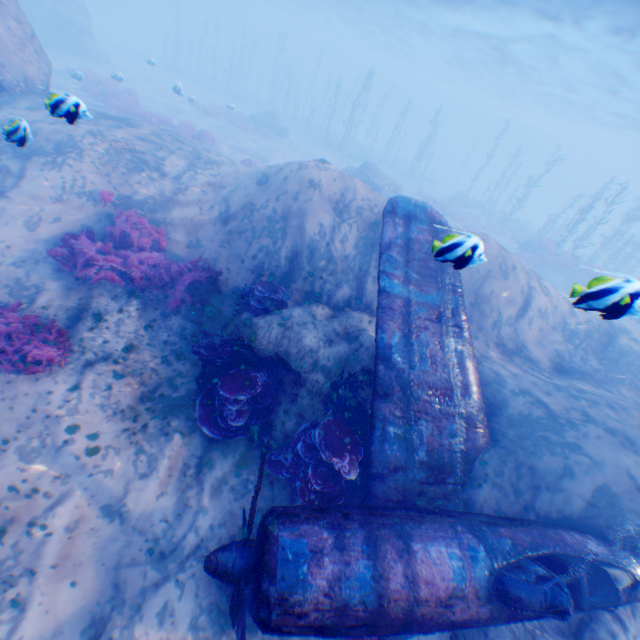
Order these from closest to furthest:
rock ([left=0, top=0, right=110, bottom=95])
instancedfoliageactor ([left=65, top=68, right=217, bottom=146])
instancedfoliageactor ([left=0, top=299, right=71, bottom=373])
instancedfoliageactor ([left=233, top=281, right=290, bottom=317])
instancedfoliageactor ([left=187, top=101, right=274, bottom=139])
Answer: instancedfoliageactor ([left=0, top=299, right=71, bottom=373])
instancedfoliageactor ([left=233, top=281, right=290, bottom=317])
rock ([left=0, top=0, right=110, bottom=95])
instancedfoliageactor ([left=65, top=68, right=217, bottom=146])
instancedfoliageactor ([left=187, top=101, right=274, bottom=139])

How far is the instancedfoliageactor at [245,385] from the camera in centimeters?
597cm

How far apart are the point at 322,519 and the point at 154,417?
3.6 meters

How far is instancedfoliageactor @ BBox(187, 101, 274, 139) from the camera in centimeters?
2683cm

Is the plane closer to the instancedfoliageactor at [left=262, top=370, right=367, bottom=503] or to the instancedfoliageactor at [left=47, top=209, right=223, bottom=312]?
the instancedfoliageactor at [left=262, top=370, right=367, bottom=503]

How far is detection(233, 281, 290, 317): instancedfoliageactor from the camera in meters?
7.4 m

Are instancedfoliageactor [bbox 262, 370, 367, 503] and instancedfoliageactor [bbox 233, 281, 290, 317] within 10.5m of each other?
yes

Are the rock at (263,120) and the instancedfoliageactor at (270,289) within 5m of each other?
no
